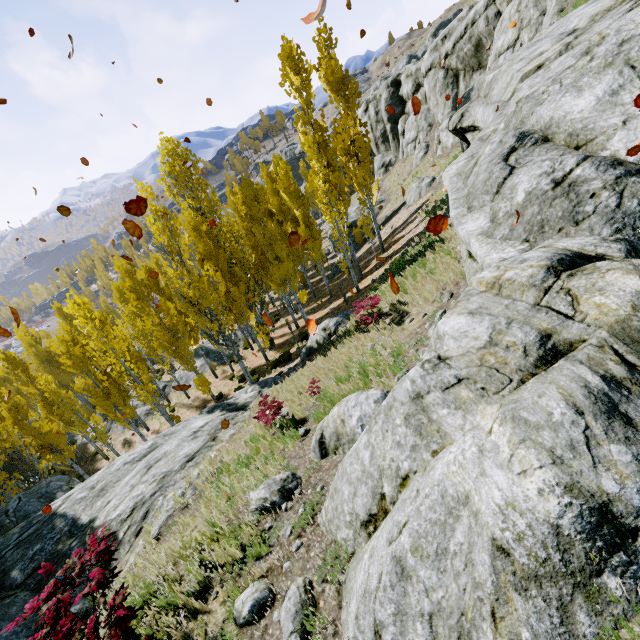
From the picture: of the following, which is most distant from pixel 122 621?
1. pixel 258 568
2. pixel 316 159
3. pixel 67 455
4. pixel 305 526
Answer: pixel 67 455

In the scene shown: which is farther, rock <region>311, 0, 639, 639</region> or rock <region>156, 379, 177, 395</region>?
rock <region>156, 379, 177, 395</region>

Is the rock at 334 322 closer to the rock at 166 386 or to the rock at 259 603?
the rock at 259 603

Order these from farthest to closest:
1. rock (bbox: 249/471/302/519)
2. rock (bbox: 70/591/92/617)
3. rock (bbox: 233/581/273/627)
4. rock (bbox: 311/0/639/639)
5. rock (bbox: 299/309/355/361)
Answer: rock (bbox: 299/309/355/361) → rock (bbox: 70/591/92/617) → rock (bbox: 249/471/302/519) → rock (bbox: 233/581/273/627) → rock (bbox: 311/0/639/639)

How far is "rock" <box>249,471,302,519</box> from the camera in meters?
5.4

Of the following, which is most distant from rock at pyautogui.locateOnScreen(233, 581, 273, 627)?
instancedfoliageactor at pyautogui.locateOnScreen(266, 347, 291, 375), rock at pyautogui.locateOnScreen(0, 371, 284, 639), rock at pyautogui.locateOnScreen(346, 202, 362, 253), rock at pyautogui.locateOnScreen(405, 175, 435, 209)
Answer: rock at pyautogui.locateOnScreen(346, 202, 362, 253)

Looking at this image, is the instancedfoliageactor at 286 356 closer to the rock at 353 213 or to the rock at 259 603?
the rock at 259 603

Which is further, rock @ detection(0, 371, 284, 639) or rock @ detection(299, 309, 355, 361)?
rock @ detection(299, 309, 355, 361)
